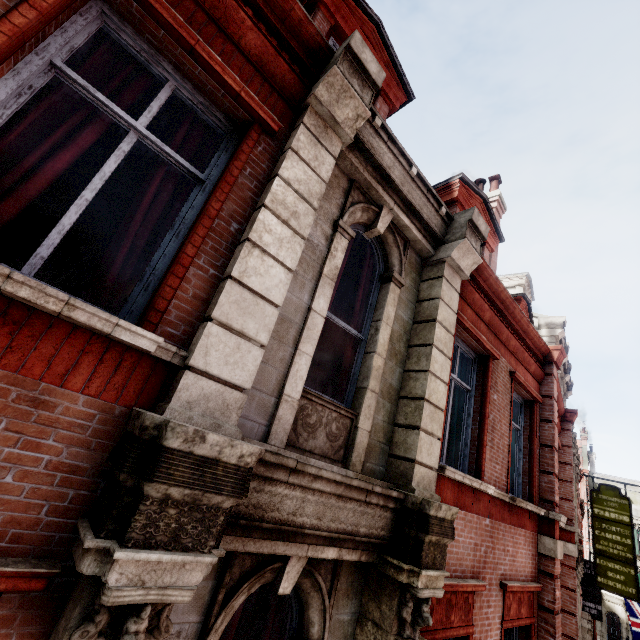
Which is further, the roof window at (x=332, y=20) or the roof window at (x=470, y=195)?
the roof window at (x=470, y=195)

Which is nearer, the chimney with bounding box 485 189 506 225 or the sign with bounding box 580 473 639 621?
the chimney with bounding box 485 189 506 225

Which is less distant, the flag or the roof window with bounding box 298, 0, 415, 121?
the roof window with bounding box 298, 0, 415, 121

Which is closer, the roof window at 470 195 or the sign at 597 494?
the roof window at 470 195

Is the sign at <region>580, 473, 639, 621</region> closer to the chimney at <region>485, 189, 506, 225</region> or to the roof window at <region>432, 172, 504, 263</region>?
the chimney at <region>485, 189, 506, 225</region>

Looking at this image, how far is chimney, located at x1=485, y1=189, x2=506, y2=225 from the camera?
10.89m

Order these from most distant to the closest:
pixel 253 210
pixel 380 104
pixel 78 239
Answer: pixel 380 104
pixel 78 239
pixel 253 210

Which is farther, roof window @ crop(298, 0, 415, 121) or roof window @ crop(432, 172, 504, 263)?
roof window @ crop(432, 172, 504, 263)
